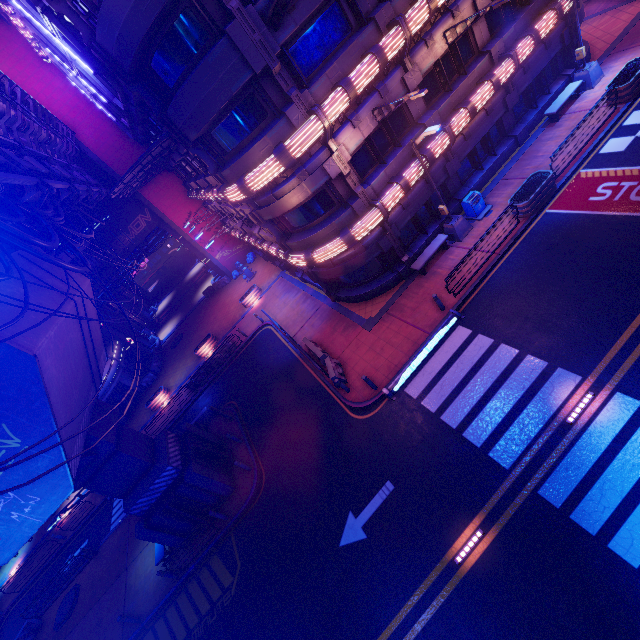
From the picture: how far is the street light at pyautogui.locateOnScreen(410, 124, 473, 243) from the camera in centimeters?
1320cm

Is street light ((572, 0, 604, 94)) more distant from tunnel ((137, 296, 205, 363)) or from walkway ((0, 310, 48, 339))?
tunnel ((137, 296, 205, 363))

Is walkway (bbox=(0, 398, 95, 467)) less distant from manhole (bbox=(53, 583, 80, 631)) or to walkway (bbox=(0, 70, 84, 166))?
walkway (bbox=(0, 70, 84, 166))

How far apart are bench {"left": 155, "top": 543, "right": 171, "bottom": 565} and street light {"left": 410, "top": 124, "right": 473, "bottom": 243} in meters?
21.7 m

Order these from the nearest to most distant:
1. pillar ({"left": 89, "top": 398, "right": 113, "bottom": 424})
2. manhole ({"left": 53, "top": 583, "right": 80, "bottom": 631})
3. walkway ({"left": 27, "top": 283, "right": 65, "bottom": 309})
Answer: walkway ({"left": 27, "top": 283, "right": 65, "bottom": 309}) → pillar ({"left": 89, "top": 398, "right": 113, "bottom": 424}) → manhole ({"left": 53, "top": 583, "right": 80, "bottom": 631})

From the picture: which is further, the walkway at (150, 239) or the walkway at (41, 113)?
the walkway at (150, 239)

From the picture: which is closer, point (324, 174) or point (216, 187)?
point (324, 174)

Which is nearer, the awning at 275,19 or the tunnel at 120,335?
the awning at 275,19
